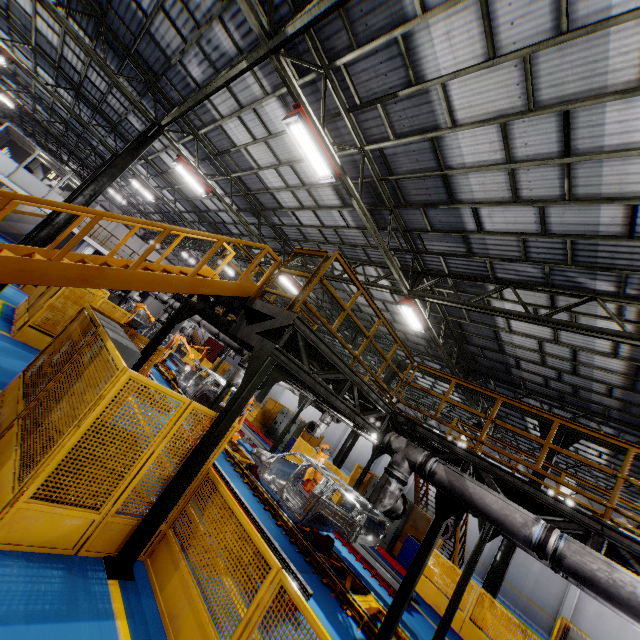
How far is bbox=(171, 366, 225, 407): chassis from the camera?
14.0 meters

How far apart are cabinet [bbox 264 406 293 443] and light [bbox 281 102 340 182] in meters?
15.7

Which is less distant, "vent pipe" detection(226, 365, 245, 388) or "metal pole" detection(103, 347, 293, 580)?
"metal pole" detection(103, 347, 293, 580)

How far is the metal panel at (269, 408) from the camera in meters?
20.8 m

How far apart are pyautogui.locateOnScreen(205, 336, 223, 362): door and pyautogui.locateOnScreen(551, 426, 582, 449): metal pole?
42.1 meters

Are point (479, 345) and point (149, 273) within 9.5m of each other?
no

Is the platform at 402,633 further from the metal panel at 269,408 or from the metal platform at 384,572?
the metal panel at 269,408

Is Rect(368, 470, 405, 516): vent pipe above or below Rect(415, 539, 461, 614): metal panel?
above
